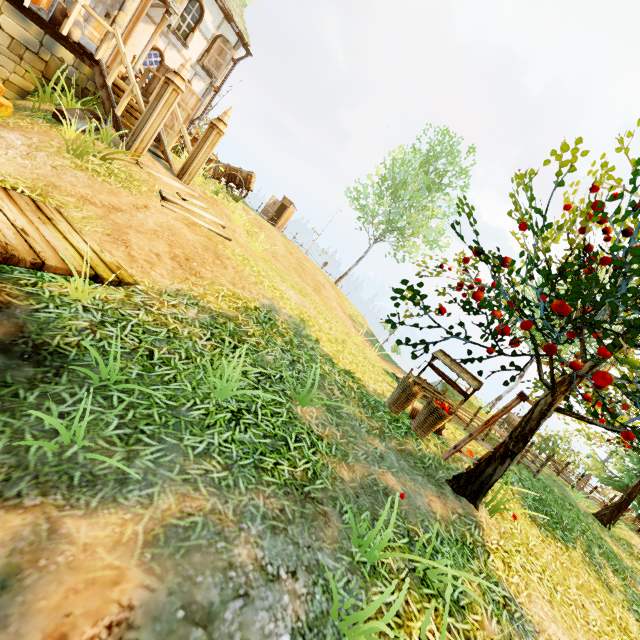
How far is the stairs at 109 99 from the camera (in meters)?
7.84

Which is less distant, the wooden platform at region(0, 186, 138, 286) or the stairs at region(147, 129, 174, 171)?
the wooden platform at region(0, 186, 138, 286)

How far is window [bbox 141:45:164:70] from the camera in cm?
1176

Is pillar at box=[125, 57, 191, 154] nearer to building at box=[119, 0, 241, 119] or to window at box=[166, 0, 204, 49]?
building at box=[119, 0, 241, 119]

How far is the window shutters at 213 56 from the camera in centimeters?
1309cm

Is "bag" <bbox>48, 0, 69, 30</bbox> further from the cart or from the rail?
the cart

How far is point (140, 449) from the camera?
2.7m

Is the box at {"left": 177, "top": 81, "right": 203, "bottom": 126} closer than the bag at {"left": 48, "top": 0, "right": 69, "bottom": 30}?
No
